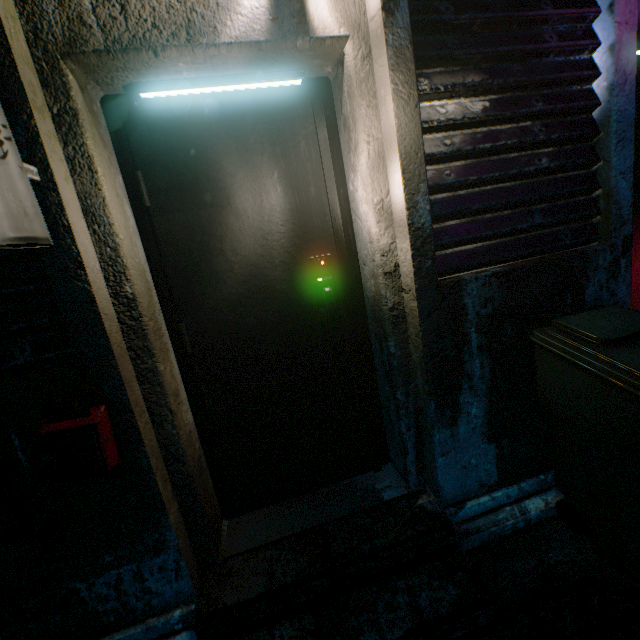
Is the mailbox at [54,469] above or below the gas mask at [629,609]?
above

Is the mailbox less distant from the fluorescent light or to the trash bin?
the fluorescent light

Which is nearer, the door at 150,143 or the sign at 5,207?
the sign at 5,207

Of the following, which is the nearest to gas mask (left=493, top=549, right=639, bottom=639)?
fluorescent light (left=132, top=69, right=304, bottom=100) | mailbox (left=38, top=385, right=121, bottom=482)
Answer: mailbox (left=38, top=385, right=121, bottom=482)

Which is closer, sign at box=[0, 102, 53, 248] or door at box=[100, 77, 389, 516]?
sign at box=[0, 102, 53, 248]

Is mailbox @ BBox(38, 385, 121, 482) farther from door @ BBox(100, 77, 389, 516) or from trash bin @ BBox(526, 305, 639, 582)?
trash bin @ BBox(526, 305, 639, 582)

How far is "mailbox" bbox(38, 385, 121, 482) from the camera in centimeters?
109cm

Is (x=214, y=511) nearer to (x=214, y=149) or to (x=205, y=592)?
(x=205, y=592)
